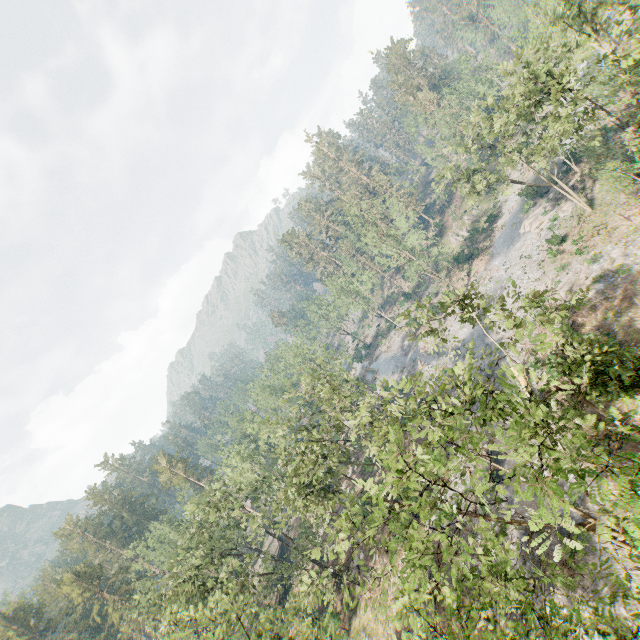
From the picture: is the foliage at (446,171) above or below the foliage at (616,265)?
above

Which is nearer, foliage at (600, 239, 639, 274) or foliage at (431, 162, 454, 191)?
foliage at (600, 239, 639, 274)

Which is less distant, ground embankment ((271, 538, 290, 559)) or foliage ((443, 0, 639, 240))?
foliage ((443, 0, 639, 240))

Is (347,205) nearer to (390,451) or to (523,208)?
(523,208)

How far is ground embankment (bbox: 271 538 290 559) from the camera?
53.1m

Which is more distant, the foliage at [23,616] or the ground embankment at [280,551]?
the ground embankment at [280,551]

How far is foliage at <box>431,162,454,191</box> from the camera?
34.4 meters

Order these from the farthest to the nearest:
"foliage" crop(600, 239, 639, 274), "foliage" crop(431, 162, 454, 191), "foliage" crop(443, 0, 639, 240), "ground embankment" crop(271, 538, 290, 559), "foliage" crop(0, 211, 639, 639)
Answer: "ground embankment" crop(271, 538, 290, 559) < "foliage" crop(431, 162, 454, 191) < "foliage" crop(600, 239, 639, 274) < "foliage" crop(443, 0, 639, 240) < "foliage" crop(0, 211, 639, 639)
